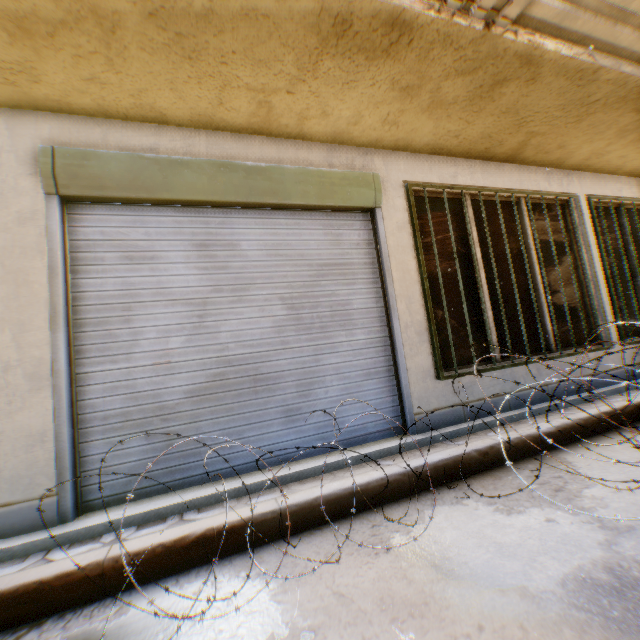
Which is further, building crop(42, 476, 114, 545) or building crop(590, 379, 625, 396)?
building crop(590, 379, 625, 396)

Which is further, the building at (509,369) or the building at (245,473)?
the building at (509,369)

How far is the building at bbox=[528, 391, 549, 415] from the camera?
3.88m

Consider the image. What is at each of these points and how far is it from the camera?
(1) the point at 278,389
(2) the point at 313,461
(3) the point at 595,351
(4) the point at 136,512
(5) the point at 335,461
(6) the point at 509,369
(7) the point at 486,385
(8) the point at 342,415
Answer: (1) building, 3.2m
(2) building, 3.0m
(3) building, 4.6m
(4) building, 2.4m
(5) building, 3.0m
(6) building, 4.0m
(7) building, 3.9m
(8) building, 3.3m

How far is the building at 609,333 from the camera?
4.71m

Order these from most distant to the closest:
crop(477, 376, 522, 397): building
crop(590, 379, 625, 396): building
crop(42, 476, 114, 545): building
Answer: crop(590, 379, 625, 396): building, crop(477, 376, 522, 397): building, crop(42, 476, 114, 545): building
